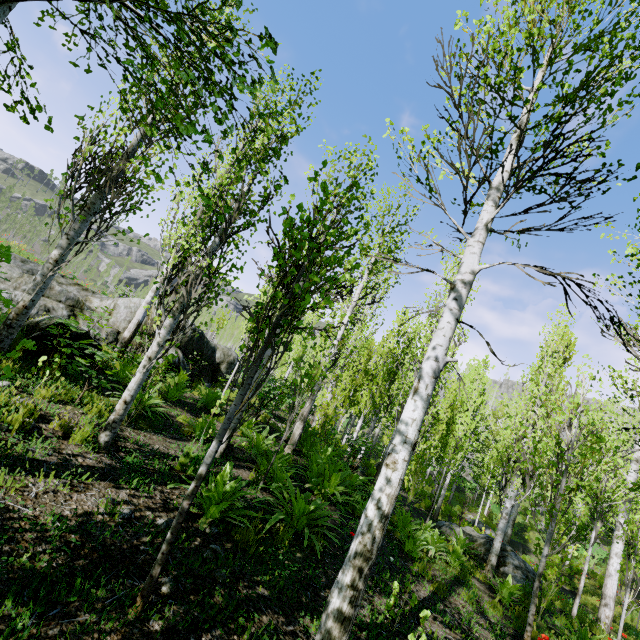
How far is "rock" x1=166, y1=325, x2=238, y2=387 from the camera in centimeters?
1161cm

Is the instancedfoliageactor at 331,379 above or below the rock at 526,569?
above

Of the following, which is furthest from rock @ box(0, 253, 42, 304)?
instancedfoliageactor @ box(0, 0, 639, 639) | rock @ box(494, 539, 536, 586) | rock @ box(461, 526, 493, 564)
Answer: rock @ box(494, 539, 536, 586)

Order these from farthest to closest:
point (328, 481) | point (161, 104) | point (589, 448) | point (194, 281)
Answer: point (328, 481) < point (589, 448) < point (194, 281) < point (161, 104)

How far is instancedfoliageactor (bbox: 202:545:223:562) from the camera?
3.3m

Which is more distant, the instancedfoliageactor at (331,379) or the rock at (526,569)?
the rock at (526,569)

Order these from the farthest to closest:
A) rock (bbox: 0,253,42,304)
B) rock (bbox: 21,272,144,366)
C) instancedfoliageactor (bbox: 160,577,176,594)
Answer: rock (bbox: 0,253,42,304) → rock (bbox: 21,272,144,366) → instancedfoliageactor (bbox: 160,577,176,594)
